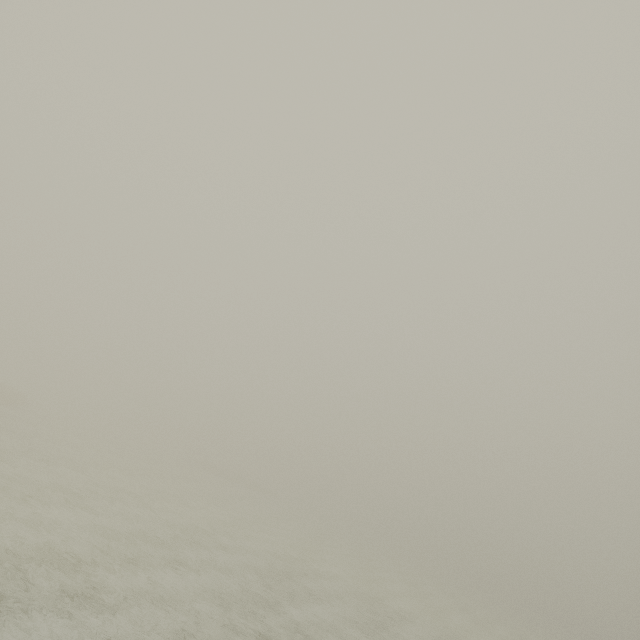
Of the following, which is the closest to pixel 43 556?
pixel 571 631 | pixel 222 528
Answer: pixel 222 528
